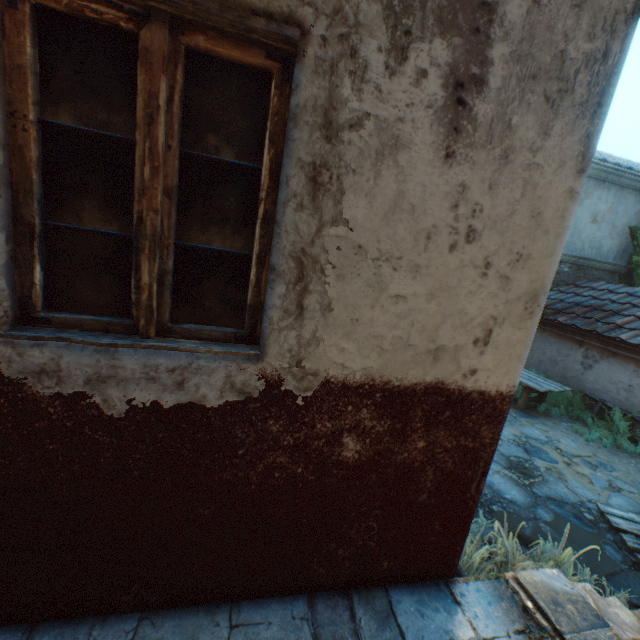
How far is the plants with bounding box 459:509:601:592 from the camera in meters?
2.9

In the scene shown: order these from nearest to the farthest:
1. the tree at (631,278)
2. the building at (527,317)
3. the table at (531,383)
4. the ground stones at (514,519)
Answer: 1. the building at (527,317)
2. the ground stones at (514,519)
3. the table at (531,383)
4. the tree at (631,278)

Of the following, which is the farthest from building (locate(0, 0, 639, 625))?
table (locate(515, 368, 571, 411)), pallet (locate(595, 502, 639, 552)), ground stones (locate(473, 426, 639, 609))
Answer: pallet (locate(595, 502, 639, 552))

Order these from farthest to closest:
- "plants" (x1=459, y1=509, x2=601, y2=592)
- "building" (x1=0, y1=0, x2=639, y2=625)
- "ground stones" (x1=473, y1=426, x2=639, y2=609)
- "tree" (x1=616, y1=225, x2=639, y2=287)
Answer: "tree" (x1=616, y1=225, x2=639, y2=287) → "ground stones" (x1=473, y1=426, x2=639, y2=609) → "plants" (x1=459, y1=509, x2=601, y2=592) → "building" (x1=0, y1=0, x2=639, y2=625)

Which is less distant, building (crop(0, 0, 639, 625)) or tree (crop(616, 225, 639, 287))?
building (crop(0, 0, 639, 625))

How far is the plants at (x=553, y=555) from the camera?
2.9 meters

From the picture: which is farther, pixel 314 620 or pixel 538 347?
pixel 538 347

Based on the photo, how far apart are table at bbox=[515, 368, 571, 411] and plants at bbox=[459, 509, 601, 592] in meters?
4.2
